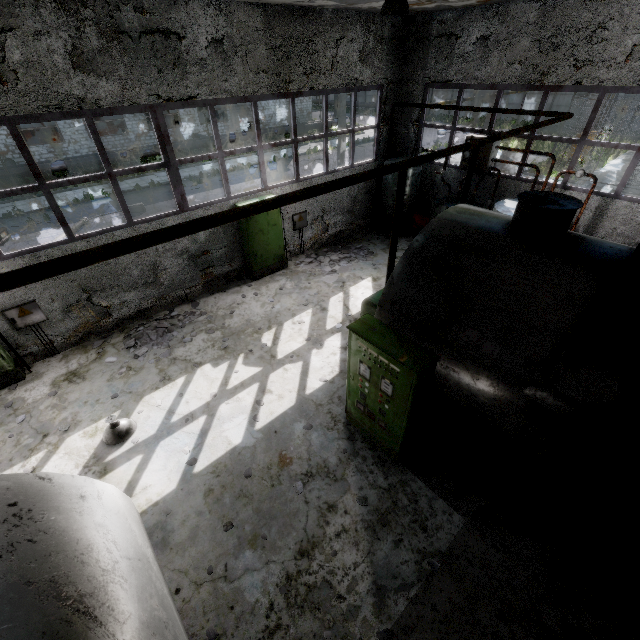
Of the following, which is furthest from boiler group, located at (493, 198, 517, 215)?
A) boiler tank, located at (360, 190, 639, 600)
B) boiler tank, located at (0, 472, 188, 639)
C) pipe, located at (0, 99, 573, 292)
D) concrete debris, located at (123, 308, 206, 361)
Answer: pipe, located at (0, 99, 573, 292)

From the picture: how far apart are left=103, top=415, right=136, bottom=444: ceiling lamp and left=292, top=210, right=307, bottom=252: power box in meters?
7.8

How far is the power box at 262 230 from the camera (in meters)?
9.94

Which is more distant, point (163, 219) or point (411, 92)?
point (411, 92)

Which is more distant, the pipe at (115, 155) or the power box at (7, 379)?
the pipe at (115, 155)

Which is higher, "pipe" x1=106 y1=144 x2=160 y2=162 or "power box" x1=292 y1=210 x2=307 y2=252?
"power box" x1=292 y1=210 x2=307 y2=252

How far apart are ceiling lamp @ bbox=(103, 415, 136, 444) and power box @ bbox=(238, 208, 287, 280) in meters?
5.7

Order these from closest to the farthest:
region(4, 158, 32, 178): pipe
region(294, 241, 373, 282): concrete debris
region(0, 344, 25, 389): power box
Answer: region(0, 344, 25, 389): power box → region(294, 241, 373, 282): concrete debris → region(4, 158, 32, 178): pipe
